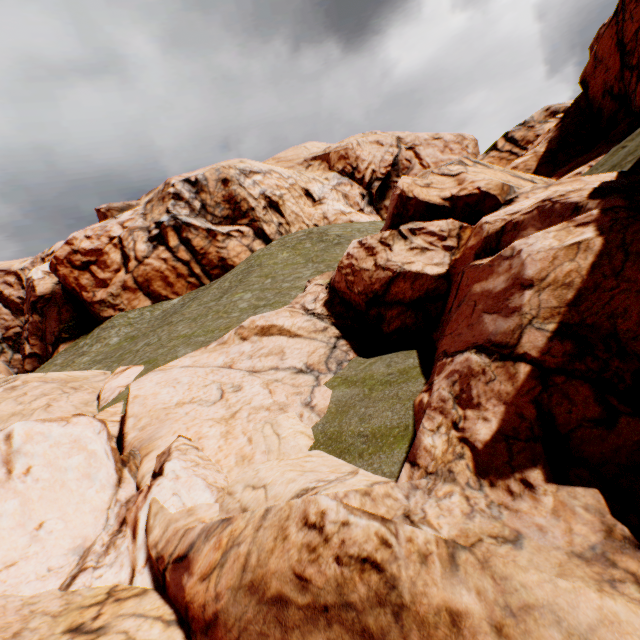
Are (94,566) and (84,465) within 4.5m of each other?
yes
